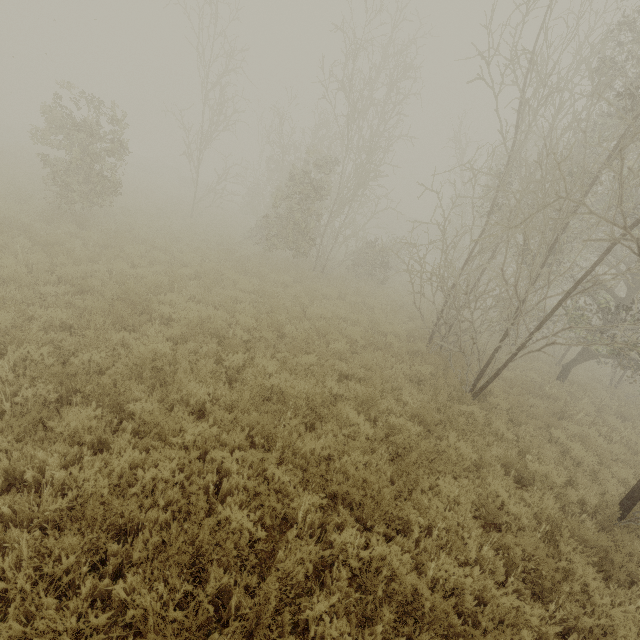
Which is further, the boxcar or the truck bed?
the boxcar

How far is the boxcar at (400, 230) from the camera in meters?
47.2

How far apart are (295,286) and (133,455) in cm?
1027

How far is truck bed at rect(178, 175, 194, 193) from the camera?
34.52m

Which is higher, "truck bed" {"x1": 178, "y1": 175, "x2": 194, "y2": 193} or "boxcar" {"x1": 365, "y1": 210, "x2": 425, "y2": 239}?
"boxcar" {"x1": 365, "y1": 210, "x2": 425, "y2": 239}

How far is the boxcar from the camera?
47.25m

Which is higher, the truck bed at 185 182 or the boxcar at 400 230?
the boxcar at 400 230
